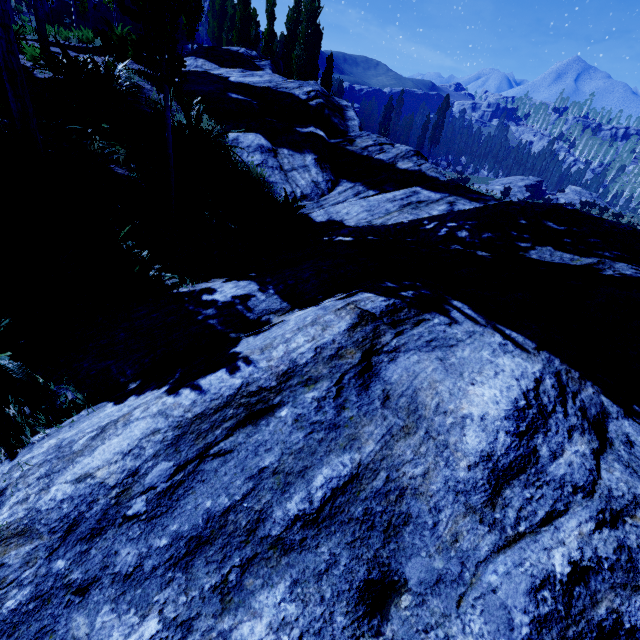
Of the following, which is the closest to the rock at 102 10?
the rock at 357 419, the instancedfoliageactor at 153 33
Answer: the instancedfoliageactor at 153 33

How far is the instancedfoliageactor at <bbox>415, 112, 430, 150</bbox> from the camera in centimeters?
5722cm

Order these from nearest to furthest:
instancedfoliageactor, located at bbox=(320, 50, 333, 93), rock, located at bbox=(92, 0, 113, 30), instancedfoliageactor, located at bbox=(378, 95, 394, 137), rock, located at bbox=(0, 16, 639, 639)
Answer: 1. rock, located at bbox=(0, 16, 639, 639)
2. instancedfoliageactor, located at bbox=(320, 50, 333, 93)
3. rock, located at bbox=(92, 0, 113, 30)
4. instancedfoliageactor, located at bbox=(378, 95, 394, 137)

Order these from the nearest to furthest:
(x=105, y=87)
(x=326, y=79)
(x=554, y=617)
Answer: (x=554, y=617), (x=105, y=87), (x=326, y=79)

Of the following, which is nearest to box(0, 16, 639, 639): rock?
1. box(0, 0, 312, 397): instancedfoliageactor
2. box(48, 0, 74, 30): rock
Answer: box(0, 0, 312, 397): instancedfoliageactor

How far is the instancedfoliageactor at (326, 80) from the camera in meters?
26.5 m

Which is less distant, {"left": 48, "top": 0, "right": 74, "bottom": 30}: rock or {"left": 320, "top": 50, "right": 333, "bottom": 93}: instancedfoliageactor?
{"left": 48, "top": 0, "right": 74, "bottom": 30}: rock
